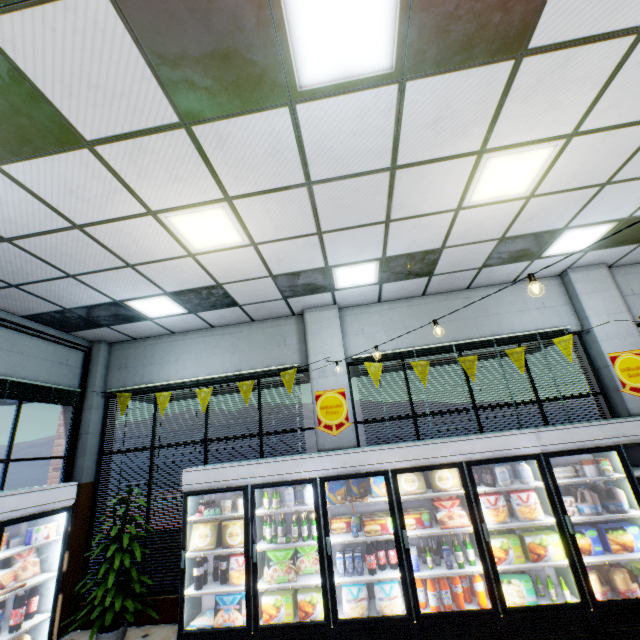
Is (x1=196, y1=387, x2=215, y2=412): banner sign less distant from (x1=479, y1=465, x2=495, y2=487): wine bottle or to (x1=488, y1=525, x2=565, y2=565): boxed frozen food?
(x1=479, y1=465, x2=495, y2=487): wine bottle

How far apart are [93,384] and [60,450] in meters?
1.3 m

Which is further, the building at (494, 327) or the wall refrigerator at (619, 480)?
the building at (494, 327)

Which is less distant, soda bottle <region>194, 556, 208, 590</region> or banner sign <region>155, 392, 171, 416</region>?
soda bottle <region>194, 556, 208, 590</region>

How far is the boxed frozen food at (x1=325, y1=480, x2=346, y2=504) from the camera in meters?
4.5

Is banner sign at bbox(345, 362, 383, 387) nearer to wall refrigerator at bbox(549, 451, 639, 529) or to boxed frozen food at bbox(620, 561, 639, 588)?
wall refrigerator at bbox(549, 451, 639, 529)

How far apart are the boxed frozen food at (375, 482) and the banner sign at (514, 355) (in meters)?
3.00

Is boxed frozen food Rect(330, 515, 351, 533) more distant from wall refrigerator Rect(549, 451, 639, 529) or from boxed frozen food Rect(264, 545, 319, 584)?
wall refrigerator Rect(549, 451, 639, 529)
